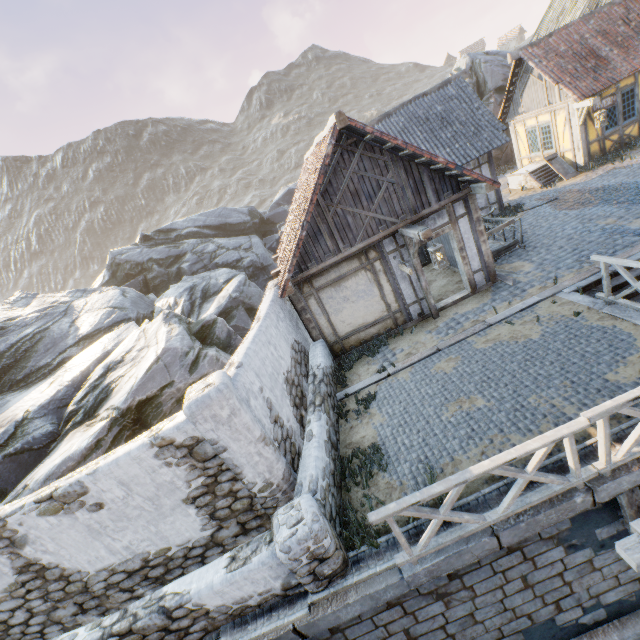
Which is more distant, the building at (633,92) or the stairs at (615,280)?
the building at (633,92)

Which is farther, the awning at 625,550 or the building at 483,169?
the building at 483,169

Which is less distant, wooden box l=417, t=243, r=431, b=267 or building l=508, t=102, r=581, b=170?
wooden box l=417, t=243, r=431, b=267

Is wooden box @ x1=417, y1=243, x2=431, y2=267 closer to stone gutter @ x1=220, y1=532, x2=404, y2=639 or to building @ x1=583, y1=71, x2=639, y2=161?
building @ x1=583, y1=71, x2=639, y2=161

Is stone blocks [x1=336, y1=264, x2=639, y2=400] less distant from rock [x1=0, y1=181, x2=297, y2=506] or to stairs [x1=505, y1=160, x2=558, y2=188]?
rock [x1=0, y1=181, x2=297, y2=506]

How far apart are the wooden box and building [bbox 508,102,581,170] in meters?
8.6 m

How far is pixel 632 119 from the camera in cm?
1423

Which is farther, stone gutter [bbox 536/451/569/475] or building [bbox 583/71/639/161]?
building [bbox 583/71/639/161]
